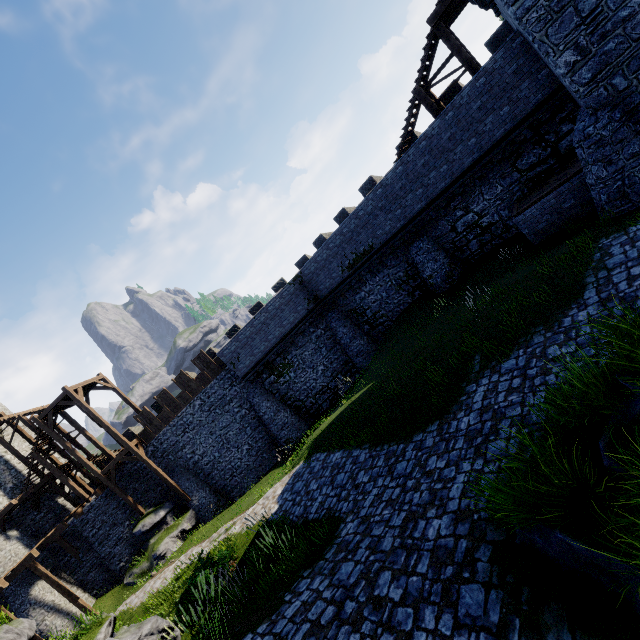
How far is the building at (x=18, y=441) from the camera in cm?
2730

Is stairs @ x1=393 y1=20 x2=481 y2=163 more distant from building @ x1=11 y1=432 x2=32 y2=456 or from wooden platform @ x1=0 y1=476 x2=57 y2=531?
building @ x1=11 y1=432 x2=32 y2=456

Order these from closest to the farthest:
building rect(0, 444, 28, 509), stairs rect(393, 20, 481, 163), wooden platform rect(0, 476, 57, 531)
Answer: stairs rect(393, 20, 481, 163), wooden platform rect(0, 476, 57, 531), building rect(0, 444, 28, 509)

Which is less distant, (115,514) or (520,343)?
(520,343)

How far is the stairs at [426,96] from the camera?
13.4m

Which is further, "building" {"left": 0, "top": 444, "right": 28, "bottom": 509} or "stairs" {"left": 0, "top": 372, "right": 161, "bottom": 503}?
"building" {"left": 0, "top": 444, "right": 28, "bottom": 509}

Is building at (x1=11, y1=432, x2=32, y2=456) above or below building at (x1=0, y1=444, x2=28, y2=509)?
above

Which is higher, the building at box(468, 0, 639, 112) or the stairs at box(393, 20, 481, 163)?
the stairs at box(393, 20, 481, 163)
